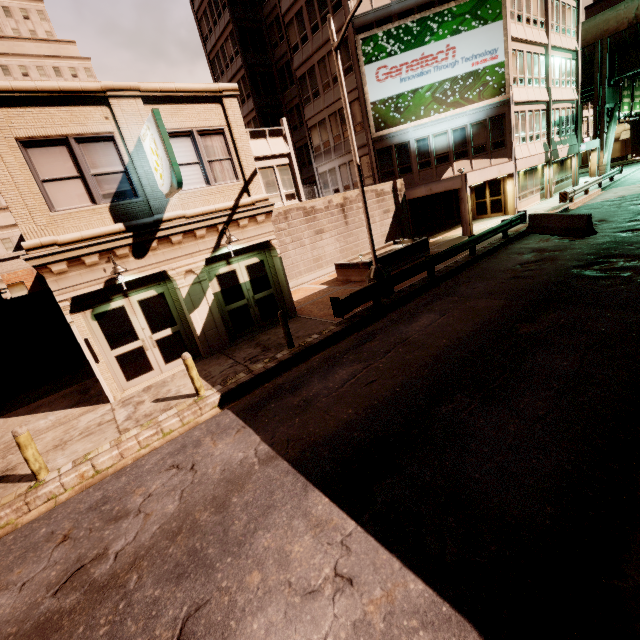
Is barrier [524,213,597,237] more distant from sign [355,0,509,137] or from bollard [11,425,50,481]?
bollard [11,425,50,481]

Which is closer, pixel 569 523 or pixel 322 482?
pixel 569 523

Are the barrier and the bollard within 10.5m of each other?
no

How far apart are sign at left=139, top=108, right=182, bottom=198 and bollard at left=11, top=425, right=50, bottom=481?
6.49m

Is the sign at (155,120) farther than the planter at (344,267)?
No

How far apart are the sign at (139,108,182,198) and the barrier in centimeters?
1639cm

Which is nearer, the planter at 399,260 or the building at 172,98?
the building at 172,98

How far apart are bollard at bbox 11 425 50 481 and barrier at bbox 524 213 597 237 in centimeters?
2019cm
